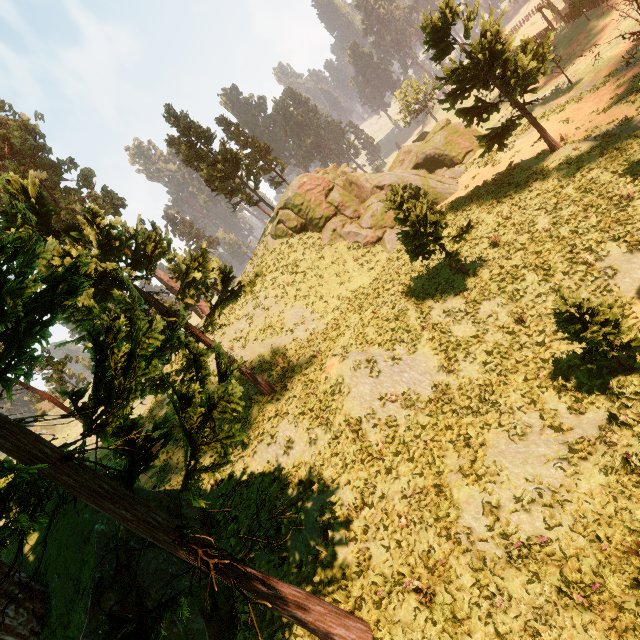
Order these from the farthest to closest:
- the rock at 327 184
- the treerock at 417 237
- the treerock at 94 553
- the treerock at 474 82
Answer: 1. the rock at 327 184
2. the treerock at 474 82
3. the treerock at 417 237
4. the treerock at 94 553

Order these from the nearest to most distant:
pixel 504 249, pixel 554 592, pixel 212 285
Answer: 1. pixel 554 592
2. pixel 504 249
3. pixel 212 285

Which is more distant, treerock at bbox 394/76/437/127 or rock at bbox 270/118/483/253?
treerock at bbox 394/76/437/127

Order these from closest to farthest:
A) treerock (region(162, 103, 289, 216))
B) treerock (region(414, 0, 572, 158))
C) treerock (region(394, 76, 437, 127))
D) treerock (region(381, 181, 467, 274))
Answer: treerock (region(381, 181, 467, 274)) < treerock (region(414, 0, 572, 158)) < treerock (region(162, 103, 289, 216)) < treerock (region(394, 76, 437, 127))

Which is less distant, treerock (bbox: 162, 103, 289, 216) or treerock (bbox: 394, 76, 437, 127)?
treerock (bbox: 162, 103, 289, 216)

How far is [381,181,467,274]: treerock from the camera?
15.47m

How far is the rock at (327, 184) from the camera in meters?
28.8 m
